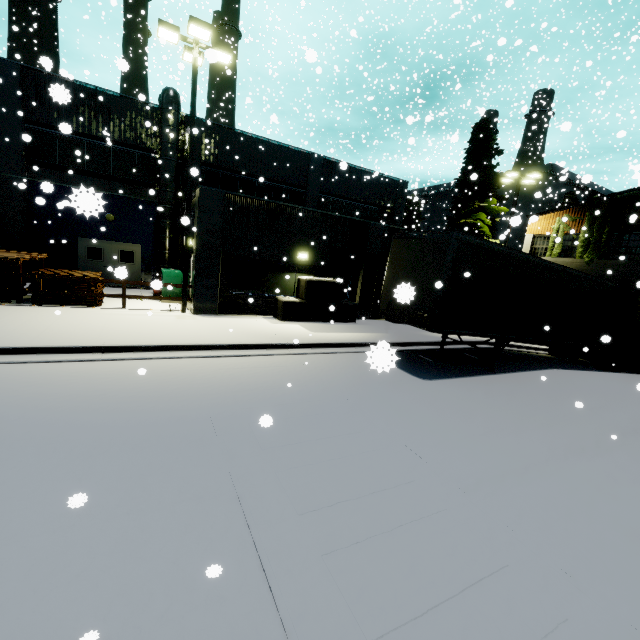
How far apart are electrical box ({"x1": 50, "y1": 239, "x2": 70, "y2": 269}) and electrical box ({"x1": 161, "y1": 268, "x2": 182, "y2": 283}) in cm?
530

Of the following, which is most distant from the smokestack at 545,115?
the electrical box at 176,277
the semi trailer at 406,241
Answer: the electrical box at 176,277

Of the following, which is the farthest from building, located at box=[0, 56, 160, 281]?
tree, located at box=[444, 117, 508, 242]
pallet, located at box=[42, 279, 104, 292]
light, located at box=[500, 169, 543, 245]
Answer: pallet, located at box=[42, 279, 104, 292]

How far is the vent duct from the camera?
17.0m

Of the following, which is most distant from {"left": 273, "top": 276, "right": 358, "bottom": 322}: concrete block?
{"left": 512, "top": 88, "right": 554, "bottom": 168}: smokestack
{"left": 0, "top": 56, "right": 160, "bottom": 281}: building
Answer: {"left": 512, "top": 88, "right": 554, "bottom": 168}: smokestack

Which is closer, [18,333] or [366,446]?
[366,446]

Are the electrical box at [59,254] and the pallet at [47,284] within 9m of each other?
yes

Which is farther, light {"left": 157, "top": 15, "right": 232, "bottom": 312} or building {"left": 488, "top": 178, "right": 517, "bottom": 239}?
building {"left": 488, "top": 178, "right": 517, "bottom": 239}
